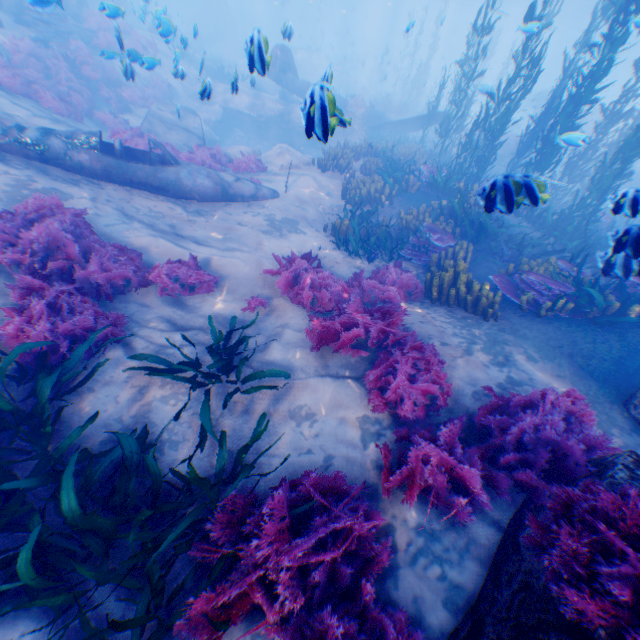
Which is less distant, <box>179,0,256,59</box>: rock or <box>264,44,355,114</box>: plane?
<box>264,44,355,114</box>: plane

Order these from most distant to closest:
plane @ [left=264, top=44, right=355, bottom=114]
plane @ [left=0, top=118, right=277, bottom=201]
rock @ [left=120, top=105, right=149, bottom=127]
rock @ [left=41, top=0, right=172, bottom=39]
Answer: rock @ [left=120, top=105, right=149, bottom=127], plane @ [left=0, top=118, right=277, bottom=201], rock @ [left=41, top=0, right=172, bottom=39], plane @ [left=264, top=44, right=355, bottom=114]

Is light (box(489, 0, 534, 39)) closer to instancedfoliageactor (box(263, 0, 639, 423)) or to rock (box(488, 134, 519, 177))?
rock (box(488, 134, 519, 177))

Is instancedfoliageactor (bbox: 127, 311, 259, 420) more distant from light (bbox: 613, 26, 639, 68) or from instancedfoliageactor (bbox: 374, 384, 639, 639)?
light (bbox: 613, 26, 639, 68)

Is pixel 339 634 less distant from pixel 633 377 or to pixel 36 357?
pixel 36 357

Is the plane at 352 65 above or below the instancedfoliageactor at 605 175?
above

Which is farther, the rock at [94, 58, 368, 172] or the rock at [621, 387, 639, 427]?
the rock at [94, 58, 368, 172]

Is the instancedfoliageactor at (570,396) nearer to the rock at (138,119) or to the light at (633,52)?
the rock at (138,119)
